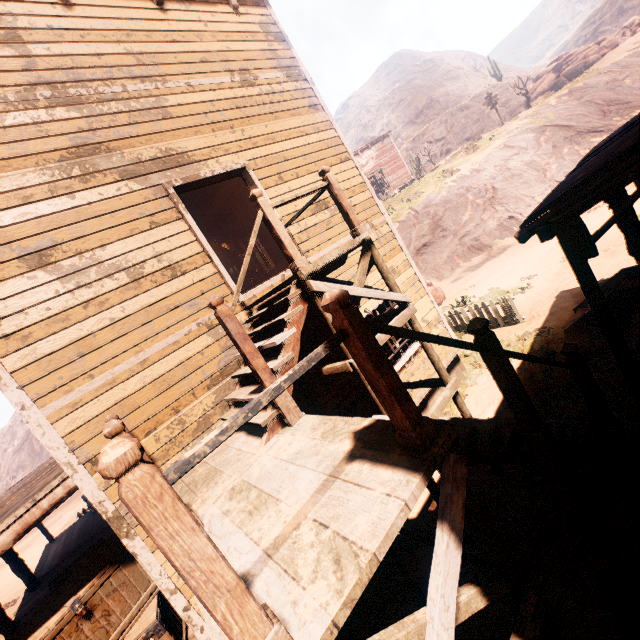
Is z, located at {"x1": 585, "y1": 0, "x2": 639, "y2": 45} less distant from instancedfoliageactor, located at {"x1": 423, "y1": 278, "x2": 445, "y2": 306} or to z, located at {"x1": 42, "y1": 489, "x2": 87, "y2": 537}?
z, located at {"x1": 42, "y1": 489, "x2": 87, "y2": 537}

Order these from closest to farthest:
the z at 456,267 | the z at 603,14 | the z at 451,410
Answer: the z at 451,410 < the z at 456,267 < the z at 603,14

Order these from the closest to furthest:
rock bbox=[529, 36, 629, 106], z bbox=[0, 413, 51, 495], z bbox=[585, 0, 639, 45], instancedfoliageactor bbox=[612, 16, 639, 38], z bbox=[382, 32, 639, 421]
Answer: z bbox=[382, 32, 639, 421] → rock bbox=[529, 36, 629, 106] → instancedfoliageactor bbox=[612, 16, 639, 38] → z bbox=[0, 413, 51, 495] → z bbox=[585, 0, 639, 45]

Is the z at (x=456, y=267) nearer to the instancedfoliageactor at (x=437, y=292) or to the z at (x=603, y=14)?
the instancedfoliageactor at (x=437, y=292)

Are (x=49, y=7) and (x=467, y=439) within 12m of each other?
yes

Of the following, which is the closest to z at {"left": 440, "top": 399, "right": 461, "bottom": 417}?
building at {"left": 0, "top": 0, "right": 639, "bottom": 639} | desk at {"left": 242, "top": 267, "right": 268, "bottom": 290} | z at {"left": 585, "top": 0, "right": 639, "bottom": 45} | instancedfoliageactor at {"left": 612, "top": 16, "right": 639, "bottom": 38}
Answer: building at {"left": 0, "top": 0, "right": 639, "bottom": 639}

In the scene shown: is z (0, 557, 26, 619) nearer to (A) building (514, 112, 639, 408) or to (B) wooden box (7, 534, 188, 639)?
(A) building (514, 112, 639, 408)

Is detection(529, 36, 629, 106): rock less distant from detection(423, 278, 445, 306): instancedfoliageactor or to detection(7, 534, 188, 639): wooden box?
detection(423, 278, 445, 306): instancedfoliageactor
